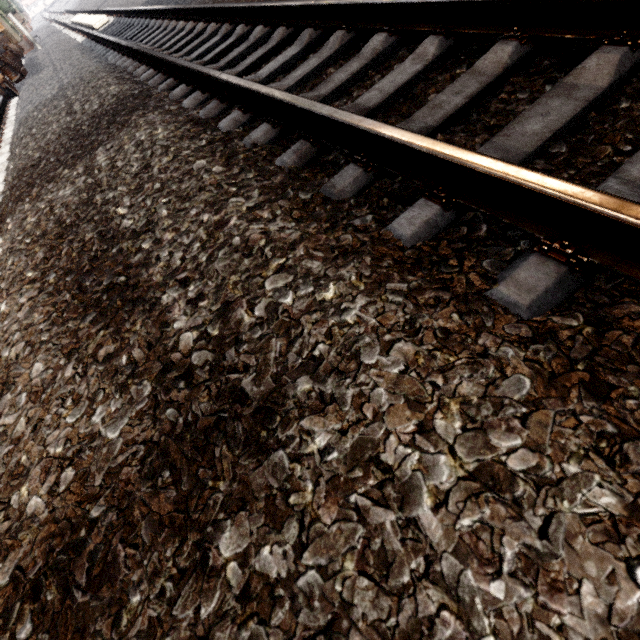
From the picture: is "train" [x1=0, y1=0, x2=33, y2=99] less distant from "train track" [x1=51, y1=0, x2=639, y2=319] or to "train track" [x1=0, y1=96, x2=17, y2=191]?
"train track" [x1=0, y1=96, x2=17, y2=191]

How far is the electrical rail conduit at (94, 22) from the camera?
9.8 meters

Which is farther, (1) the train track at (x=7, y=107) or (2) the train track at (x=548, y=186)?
(1) the train track at (x=7, y=107)

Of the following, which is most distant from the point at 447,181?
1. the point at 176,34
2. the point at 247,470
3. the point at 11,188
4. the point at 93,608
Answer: the point at 176,34

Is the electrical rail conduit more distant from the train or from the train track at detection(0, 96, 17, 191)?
the train track at detection(0, 96, 17, 191)

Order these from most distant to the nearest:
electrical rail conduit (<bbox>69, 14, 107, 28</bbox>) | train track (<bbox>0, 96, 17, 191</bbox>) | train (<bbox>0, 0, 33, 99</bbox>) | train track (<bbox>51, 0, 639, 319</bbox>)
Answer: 1. electrical rail conduit (<bbox>69, 14, 107, 28</bbox>)
2. train (<bbox>0, 0, 33, 99</bbox>)
3. train track (<bbox>0, 96, 17, 191</bbox>)
4. train track (<bbox>51, 0, 639, 319</bbox>)
